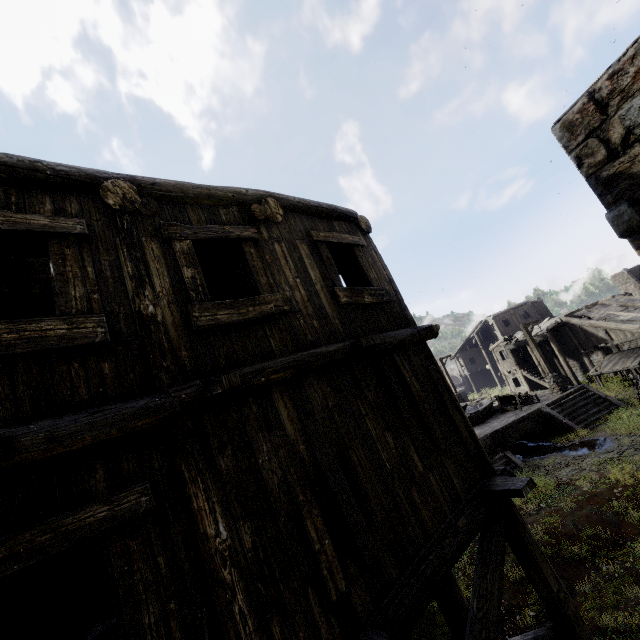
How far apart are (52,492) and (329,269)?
4.3 meters

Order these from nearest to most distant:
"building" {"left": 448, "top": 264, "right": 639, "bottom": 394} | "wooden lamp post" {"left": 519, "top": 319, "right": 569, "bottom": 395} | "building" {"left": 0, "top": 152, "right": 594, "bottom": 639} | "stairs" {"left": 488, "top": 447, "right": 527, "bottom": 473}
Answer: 1. "building" {"left": 0, "top": 152, "right": 594, "bottom": 639}
2. "stairs" {"left": 488, "top": 447, "right": 527, "bottom": 473}
3. "wooden lamp post" {"left": 519, "top": 319, "right": 569, "bottom": 395}
4. "building" {"left": 448, "top": 264, "right": 639, "bottom": 394}

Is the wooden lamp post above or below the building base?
above

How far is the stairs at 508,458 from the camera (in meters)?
15.37

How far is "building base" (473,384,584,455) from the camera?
17.11m

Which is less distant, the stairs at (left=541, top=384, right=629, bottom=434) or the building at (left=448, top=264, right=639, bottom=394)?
the stairs at (left=541, top=384, right=629, bottom=434)

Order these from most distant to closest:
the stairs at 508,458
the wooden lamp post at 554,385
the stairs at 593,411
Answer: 1. the wooden lamp post at 554,385
2. the stairs at 593,411
3. the stairs at 508,458

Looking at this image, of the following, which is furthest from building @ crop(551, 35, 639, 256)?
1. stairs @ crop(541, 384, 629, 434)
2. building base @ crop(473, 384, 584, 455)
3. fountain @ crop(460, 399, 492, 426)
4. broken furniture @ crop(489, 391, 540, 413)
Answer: fountain @ crop(460, 399, 492, 426)
